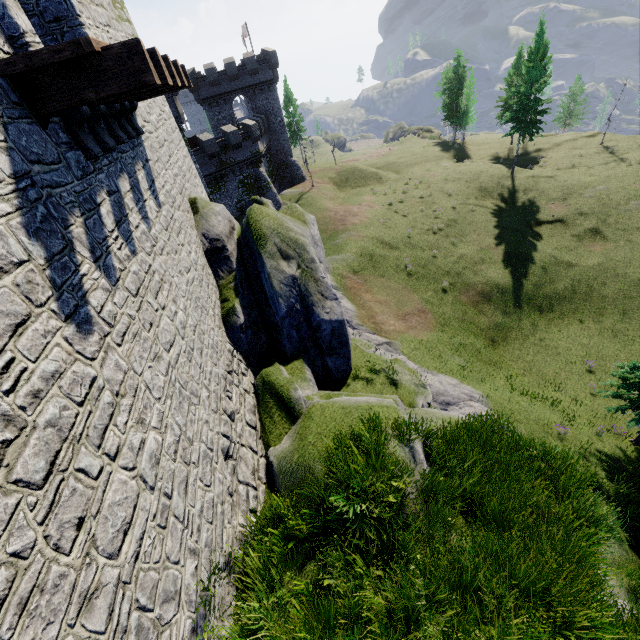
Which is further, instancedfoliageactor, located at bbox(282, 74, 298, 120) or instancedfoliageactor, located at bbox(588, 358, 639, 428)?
instancedfoliageactor, located at bbox(282, 74, 298, 120)

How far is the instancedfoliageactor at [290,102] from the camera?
56.75m

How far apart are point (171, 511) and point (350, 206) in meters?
38.1

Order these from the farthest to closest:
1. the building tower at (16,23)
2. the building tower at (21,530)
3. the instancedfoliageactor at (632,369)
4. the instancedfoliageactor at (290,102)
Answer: the instancedfoliageactor at (290,102) → the instancedfoliageactor at (632,369) → the building tower at (16,23) → the building tower at (21,530)

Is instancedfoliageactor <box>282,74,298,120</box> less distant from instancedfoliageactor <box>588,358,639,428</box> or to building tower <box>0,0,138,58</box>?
building tower <box>0,0,138,58</box>

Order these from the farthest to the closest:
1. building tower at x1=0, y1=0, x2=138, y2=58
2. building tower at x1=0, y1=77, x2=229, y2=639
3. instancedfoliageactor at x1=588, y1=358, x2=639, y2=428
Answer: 1. instancedfoliageactor at x1=588, y1=358, x2=639, y2=428
2. building tower at x1=0, y1=0, x2=138, y2=58
3. building tower at x1=0, y1=77, x2=229, y2=639

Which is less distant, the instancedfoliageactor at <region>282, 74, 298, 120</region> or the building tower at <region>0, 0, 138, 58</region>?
the building tower at <region>0, 0, 138, 58</region>
